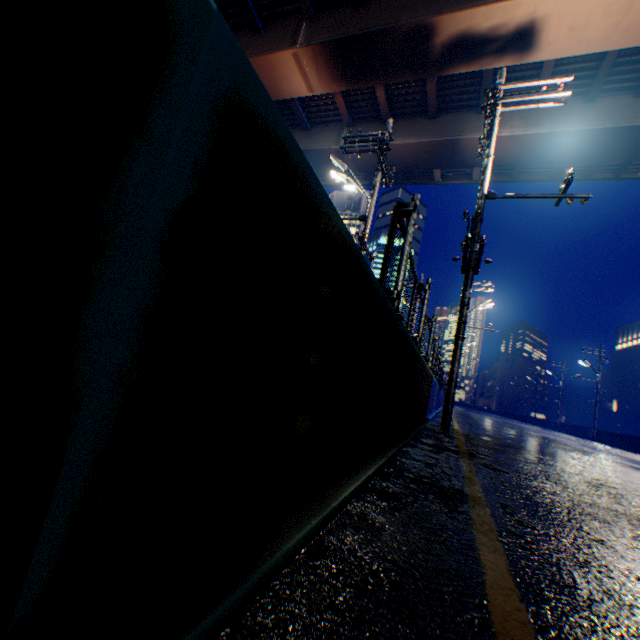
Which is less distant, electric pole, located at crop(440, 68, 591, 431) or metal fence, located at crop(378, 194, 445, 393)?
metal fence, located at crop(378, 194, 445, 393)

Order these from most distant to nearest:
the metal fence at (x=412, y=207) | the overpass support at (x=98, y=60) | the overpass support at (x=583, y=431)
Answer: the overpass support at (x=583, y=431) < the metal fence at (x=412, y=207) < the overpass support at (x=98, y=60)

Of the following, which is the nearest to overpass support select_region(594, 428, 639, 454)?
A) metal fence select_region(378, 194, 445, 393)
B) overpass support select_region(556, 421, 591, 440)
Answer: metal fence select_region(378, 194, 445, 393)

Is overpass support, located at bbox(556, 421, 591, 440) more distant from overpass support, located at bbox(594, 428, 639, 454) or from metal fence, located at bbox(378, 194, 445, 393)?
metal fence, located at bbox(378, 194, 445, 393)

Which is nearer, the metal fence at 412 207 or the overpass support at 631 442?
the metal fence at 412 207

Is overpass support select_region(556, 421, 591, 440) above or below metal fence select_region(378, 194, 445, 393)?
below

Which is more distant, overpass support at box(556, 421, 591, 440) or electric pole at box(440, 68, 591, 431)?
overpass support at box(556, 421, 591, 440)

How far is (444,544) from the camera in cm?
156
